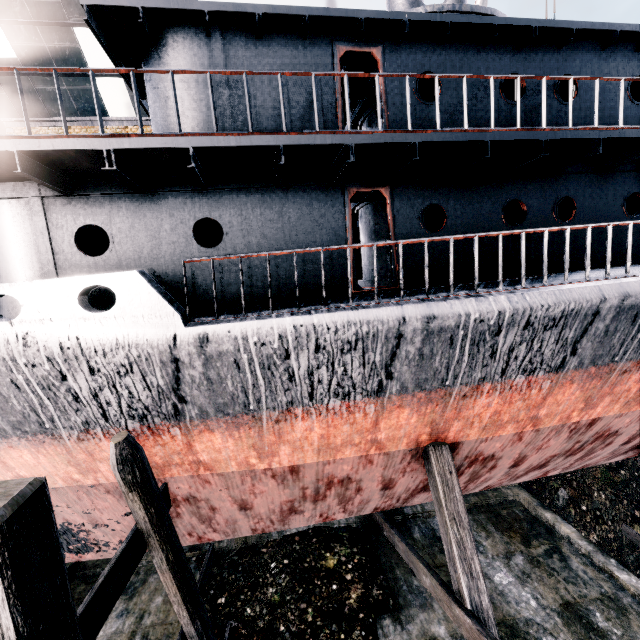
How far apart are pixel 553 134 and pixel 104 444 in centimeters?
1115cm

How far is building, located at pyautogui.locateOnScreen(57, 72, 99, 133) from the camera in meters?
19.5

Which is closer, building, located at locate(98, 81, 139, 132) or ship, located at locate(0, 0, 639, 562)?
ship, located at locate(0, 0, 639, 562)

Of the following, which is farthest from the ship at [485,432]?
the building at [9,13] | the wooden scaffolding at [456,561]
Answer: the building at [9,13]

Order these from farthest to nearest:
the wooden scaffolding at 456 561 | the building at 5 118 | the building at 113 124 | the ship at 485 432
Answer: the building at 113 124 < the building at 5 118 < the wooden scaffolding at 456 561 < the ship at 485 432

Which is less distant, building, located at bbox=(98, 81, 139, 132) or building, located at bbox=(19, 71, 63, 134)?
building, located at bbox=(19, 71, 63, 134)
